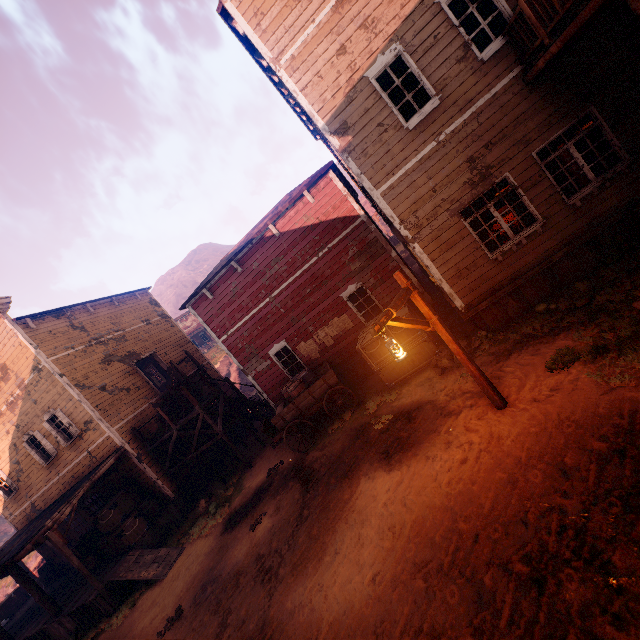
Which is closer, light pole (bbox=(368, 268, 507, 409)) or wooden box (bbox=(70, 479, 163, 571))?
light pole (bbox=(368, 268, 507, 409))

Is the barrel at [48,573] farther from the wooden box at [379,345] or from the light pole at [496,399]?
the light pole at [496,399]

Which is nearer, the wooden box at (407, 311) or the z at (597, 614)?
the z at (597, 614)

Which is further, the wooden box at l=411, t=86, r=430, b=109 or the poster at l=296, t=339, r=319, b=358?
the poster at l=296, t=339, r=319, b=358

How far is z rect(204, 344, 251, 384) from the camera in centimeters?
3530cm

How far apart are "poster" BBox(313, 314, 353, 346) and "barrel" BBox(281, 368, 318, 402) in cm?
121

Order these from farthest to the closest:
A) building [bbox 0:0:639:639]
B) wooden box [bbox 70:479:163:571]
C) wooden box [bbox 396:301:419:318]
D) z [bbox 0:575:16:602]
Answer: z [bbox 0:575:16:602], wooden box [bbox 70:479:163:571], wooden box [bbox 396:301:419:318], building [bbox 0:0:639:639]

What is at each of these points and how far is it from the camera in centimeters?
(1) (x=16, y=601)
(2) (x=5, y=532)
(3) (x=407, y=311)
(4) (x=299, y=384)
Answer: (1) wooden box, 1734cm
(2) z, 4162cm
(3) wooden box, 992cm
(4) barrel, 1124cm
